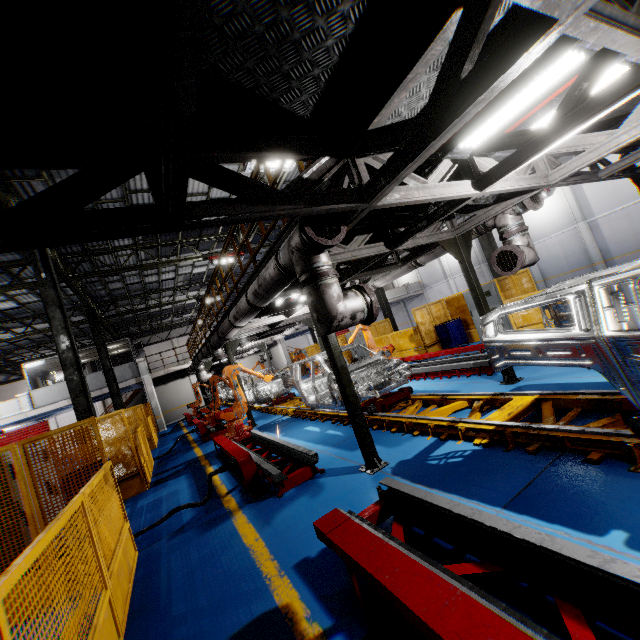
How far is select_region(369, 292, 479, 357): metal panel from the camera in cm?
1387

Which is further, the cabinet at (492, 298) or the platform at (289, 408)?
the cabinet at (492, 298)

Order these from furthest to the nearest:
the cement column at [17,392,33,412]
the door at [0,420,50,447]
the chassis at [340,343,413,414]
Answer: the door at [0,420,50,447], the cement column at [17,392,33,412], the chassis at [340,343,413,414]

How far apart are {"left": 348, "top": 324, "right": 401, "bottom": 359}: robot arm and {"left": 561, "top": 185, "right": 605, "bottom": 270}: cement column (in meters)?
19.92

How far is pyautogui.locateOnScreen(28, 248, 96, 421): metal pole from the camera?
9.6m

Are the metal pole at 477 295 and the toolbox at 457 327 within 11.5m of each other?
yes

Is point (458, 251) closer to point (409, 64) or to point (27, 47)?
point (409, 64)

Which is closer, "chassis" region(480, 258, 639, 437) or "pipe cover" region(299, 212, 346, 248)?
"chassis" region(480, 258, 639, 437)
